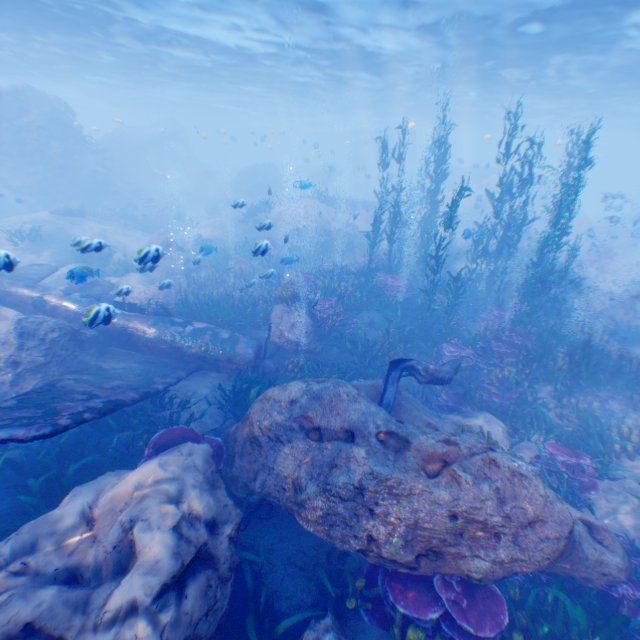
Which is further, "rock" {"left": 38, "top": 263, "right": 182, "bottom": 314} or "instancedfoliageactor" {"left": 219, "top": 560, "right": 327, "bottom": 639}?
"rock" {"left": 38, "top": 263, "right": 182, "bottom": 314}

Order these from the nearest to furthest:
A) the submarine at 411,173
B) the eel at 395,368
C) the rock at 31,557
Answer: the rock at 31,557
the eel at 395,368
the submarine at 411,173

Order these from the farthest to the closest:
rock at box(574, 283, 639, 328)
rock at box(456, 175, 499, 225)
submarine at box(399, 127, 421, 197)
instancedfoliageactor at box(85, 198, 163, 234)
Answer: submarine at box(399, 127, 421, 197), rock at box(456, 175, 499, 225), instancedfoliageactor at box(85, 198, 163, 234), rock at box(574, 283, 639, 328)

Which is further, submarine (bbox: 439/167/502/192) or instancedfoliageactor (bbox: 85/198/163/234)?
submarine (bbox: 439/167/502/192)

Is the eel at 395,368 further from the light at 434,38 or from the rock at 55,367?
the light at 434,38

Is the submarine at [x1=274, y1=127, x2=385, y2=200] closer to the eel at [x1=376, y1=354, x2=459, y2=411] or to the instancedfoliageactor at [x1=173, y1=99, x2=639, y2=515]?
the instancedfoliageactor at [x1=173, y1=99, x2=639, y2=515]

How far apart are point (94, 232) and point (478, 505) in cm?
2393

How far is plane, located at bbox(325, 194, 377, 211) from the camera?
28.6m
